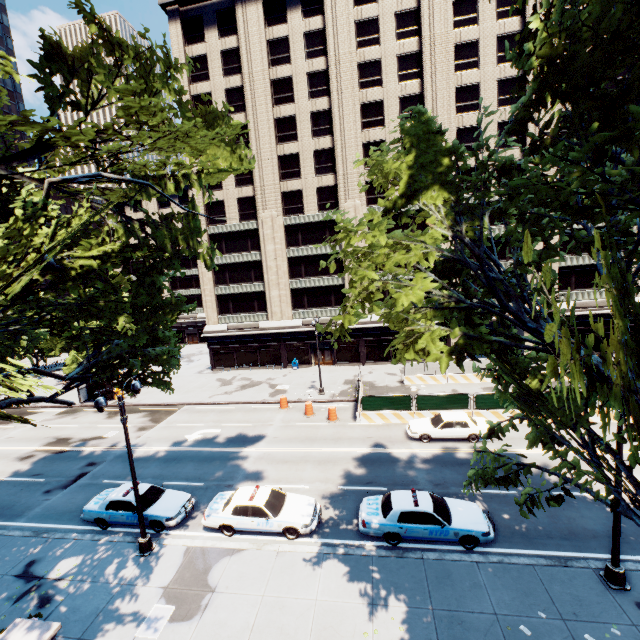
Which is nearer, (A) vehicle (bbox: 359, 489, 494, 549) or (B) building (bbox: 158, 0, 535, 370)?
(A) vehicle (bbox: 359, 489, 494, 549)

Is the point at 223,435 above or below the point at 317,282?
below

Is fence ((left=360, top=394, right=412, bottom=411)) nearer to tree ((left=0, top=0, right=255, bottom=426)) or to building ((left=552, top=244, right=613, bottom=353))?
building ((left=552, top=244, right=613, bottom=353))

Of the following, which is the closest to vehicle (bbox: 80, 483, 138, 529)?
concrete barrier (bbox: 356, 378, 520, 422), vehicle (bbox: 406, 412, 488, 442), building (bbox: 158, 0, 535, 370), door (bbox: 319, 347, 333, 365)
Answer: concrete barrier (bbox: 356, 378, 520, 422)

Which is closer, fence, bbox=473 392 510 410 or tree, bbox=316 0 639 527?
tree, bbox=316 0 639 527

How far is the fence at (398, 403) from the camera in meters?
23.7

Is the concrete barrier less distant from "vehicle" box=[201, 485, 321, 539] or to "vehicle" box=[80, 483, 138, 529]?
"vehicle" box=[201, 485, 321, 539]

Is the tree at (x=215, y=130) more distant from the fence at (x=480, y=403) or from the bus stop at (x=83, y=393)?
the fence at (x=480, y=403)
